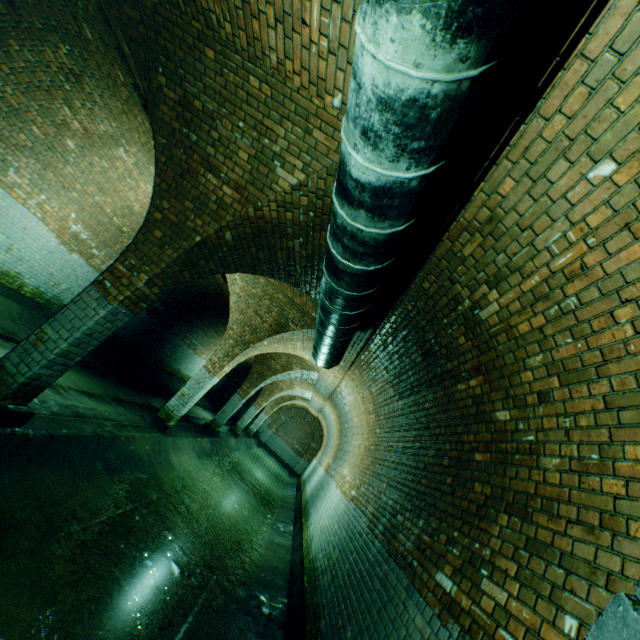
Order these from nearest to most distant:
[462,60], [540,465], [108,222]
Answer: [462,60] → [540,465] → [108,222]

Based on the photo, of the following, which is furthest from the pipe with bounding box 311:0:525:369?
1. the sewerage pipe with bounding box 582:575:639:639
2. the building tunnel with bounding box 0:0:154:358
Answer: the sewerage pipe with bounding box 582:575:639:639

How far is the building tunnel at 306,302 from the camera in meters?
6.9

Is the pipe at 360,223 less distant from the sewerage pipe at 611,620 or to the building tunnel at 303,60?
the building tunnel at 303,60

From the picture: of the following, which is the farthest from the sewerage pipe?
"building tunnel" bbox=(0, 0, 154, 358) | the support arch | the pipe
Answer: the support arch

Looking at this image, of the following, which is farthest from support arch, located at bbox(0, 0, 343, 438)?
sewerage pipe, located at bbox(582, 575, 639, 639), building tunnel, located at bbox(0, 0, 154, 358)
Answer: sewerage pipe, located at bbox(582, 575, 639, 639)

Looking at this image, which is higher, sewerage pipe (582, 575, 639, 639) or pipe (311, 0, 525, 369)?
pipe (311, 0, 525, 369)

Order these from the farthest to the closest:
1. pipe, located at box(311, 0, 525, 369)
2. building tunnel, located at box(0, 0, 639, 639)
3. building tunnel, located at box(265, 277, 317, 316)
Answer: building tunnel, located at box(265, 277, 317, 316) → building tunnel, located at box(0, 0, 639, 639) → pipe, located at box(311, 0, 525, 369)
